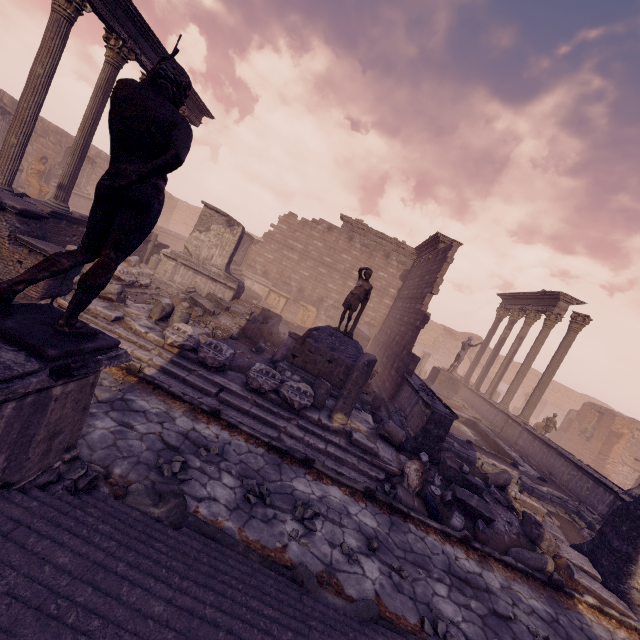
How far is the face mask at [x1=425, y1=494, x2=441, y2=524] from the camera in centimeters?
608cm

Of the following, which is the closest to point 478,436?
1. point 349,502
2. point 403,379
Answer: point 403,379

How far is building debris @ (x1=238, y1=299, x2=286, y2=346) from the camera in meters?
12.4 m

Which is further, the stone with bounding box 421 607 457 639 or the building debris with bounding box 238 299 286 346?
the building debris with bounding box 238 299 286 346

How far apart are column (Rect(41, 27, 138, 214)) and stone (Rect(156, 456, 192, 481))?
10.0 meters

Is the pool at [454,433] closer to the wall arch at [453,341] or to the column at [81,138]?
the column at [81,138]

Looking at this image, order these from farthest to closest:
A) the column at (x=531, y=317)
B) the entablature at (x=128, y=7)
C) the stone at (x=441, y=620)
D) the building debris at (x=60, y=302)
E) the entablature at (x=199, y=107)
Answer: the column at (x=531, y=317)
the entablature at (x=199, y=107)
the entablature at (x=128, y=7)
the building debris at (x=60, y=302)
the stone at (x=441, y=620)

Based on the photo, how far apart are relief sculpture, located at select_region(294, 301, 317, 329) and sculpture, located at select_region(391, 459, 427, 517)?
14.8m
